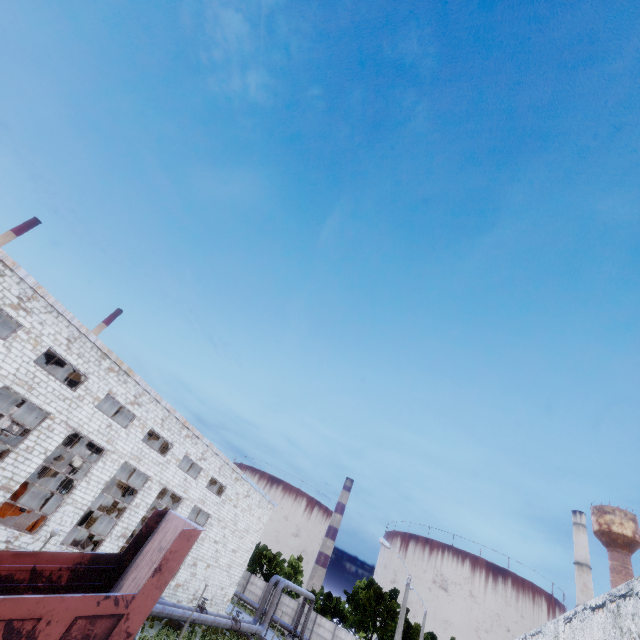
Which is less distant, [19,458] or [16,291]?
[16,291]

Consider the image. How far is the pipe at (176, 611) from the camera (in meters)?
20.09

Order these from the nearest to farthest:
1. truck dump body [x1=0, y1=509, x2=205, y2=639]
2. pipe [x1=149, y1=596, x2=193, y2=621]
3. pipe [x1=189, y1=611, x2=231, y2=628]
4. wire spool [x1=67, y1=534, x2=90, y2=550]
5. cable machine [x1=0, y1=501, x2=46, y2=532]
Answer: truck dump body [x1=0, y1=509, x2=205, y2=639] < cable machine [x1=0, y1=501, x2=46, y2=532] < pipe [x1=149, y1=596, x2=193, y2=621] < wire spool [x1=67, y1=534, x2=90, y2=550] < pipe [x1=189, y1=611, x2=231, y2=628]

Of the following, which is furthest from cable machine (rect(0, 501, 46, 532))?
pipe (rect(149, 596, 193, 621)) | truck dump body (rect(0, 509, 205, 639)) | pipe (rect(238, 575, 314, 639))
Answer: truck dump body (rect(0, 509, 205, 639))

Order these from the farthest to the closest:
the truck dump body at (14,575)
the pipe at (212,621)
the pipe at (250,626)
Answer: the pipe at (250,626)
the pipe at (212,621)
the truck dump body at (14,575)

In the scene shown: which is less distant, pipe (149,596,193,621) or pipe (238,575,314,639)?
pipe (149,596,193,621)

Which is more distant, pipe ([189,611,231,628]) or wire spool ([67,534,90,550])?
pipe ([189,611,231,628])

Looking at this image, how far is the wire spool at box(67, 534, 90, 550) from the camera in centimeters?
2259cm
